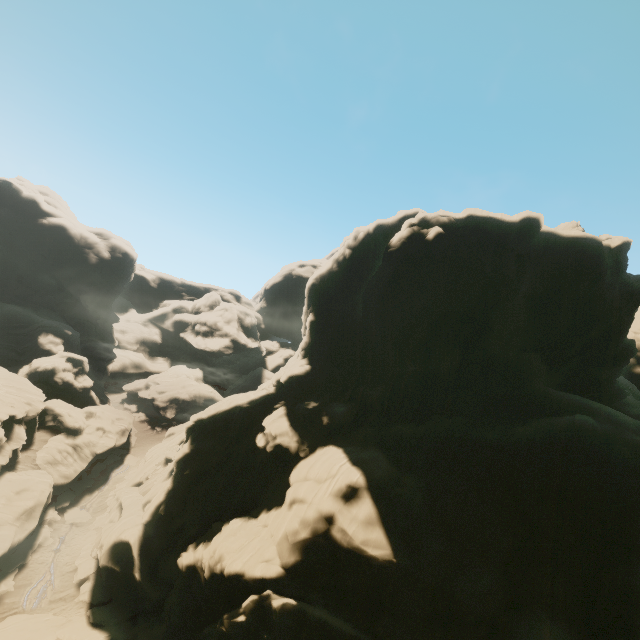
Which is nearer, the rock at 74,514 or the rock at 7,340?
the rock at 7,340

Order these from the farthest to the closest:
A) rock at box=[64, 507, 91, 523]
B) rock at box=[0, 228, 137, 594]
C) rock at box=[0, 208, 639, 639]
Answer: rock at box=[64, 507, 91, 523] → rock at box=[0, 228, 137, 594] → rock at box=[0, 208, 639, 639]

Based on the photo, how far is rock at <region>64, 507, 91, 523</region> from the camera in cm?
3622

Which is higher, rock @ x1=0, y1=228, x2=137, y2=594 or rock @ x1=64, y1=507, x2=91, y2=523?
rock @ x1=0, y1=228, x2=137, y2=594

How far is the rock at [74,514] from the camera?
36.2 meters

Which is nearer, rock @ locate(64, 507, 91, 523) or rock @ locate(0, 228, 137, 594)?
rock @ locate(0, 228, 137, 594)

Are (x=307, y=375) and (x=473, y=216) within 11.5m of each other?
Result: no
